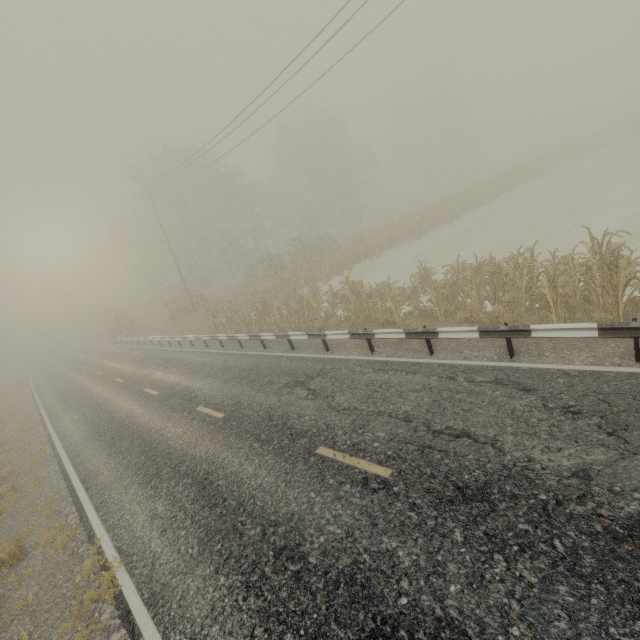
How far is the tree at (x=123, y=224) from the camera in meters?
32.8

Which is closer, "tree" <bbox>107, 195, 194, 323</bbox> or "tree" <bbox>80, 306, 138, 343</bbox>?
"tree" <bbox>107, 195, 194, 323</bbox>

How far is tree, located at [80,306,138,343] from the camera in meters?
34.3 m

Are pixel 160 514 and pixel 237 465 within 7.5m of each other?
yes

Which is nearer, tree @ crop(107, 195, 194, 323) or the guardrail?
the guardrail

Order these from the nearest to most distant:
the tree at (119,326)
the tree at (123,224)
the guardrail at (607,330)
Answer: the guardrail at (607,330), the tree at (123,224), the tree at (119,326)

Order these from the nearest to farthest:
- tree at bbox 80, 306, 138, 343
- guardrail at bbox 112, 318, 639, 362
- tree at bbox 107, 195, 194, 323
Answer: guardrail at bbox 112, 318, 639, 362
tree at bbox 107, 195, 194, 323
tree at bbox 80, 306, 138, 343
